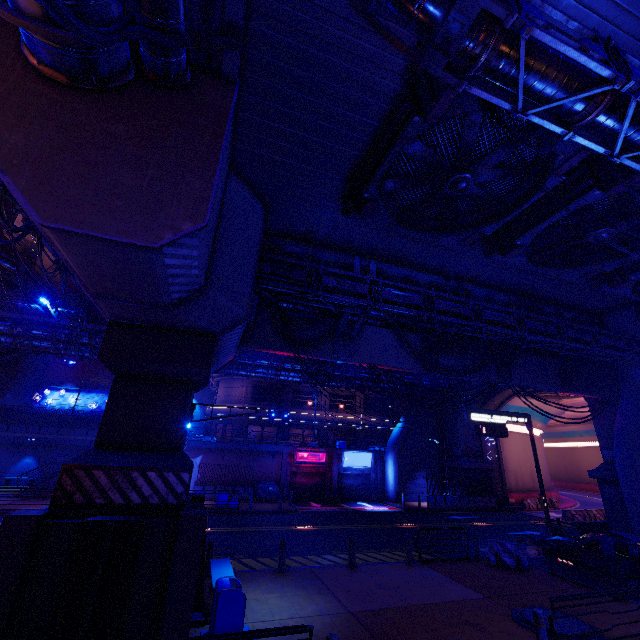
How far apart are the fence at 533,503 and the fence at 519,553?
22.7 meters

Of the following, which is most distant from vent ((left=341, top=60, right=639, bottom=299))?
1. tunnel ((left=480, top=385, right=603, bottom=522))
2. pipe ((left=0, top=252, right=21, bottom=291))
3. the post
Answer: pipe ((left=0, top=252, right=21, bottom=291))

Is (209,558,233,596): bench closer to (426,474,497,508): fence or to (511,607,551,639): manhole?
(511,607,551,639): manhole

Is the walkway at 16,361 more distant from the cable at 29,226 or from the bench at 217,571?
the bench at 217,571

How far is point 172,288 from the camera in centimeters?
746cm

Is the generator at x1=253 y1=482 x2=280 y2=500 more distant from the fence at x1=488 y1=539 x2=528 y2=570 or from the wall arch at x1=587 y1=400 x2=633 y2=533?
the fence at x1=488 y1=539 x2=528 y2=570

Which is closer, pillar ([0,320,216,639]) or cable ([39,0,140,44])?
cable ([39,0,140,44])

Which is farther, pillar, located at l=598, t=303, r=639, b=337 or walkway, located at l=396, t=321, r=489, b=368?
pillar, located at l=598, t=303, r=639, b=337
